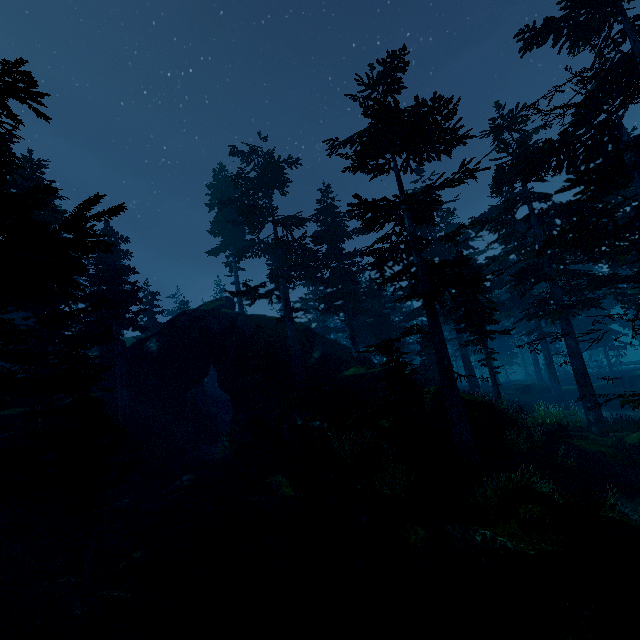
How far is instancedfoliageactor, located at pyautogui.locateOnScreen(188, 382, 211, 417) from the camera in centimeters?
4297cm

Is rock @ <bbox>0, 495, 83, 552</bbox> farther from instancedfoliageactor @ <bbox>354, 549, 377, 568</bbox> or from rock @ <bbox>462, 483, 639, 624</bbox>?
rock @ <bbox>462, 483, 639, 624</bbox>

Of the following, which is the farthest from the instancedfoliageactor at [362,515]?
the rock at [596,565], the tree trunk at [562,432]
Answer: the tree trunk at [562,432]

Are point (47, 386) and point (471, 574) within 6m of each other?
no

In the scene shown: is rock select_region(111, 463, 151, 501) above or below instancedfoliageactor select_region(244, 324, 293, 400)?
below

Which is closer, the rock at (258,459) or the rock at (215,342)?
the rock at (215,342)

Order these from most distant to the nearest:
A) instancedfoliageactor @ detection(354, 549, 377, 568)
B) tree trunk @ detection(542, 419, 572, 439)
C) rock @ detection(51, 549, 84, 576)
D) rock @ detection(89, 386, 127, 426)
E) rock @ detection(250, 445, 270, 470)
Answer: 1. rock @ detection(89, 386, 127, 426)
2. rock @ detection(250, 445, 270, 470)
3. tree trunk @ detection(542, 419, 572, 439)
4. rock @ detection(51, 549, 84, 576)
5. instancedfoliageactor @ detection(354, 549, 377, 568)
